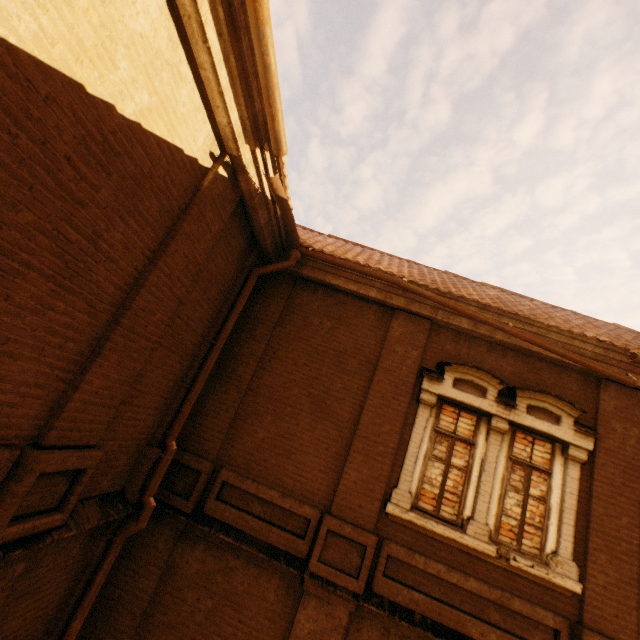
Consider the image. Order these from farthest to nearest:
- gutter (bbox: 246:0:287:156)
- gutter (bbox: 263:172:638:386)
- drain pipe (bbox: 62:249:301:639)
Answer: gutter (bbox: 263:172:638:386) → drain pipe (bbox: 62:249:301:639) → gutter (bbox: 246:0:287:156)

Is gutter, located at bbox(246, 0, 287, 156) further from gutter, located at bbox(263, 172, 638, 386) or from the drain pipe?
→ the drain pipe

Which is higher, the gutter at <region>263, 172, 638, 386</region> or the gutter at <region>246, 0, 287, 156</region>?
the gutter at <region>246, 0, 287, 156</region>

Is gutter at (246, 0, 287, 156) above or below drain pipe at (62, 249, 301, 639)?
above

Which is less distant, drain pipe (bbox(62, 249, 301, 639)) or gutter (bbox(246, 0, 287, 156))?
gutter (bbox(246, 0, 287, 156))

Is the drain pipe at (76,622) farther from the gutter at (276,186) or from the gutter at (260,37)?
the gutter at (260,37)

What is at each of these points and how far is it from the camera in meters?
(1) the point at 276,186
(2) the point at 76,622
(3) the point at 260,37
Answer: (1) gutter, 4.4 m
(2) drain pipe, 4.3 m
(3) gutter, 3.0 m

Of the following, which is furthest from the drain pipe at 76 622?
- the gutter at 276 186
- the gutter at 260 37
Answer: the gutter at 260 37
